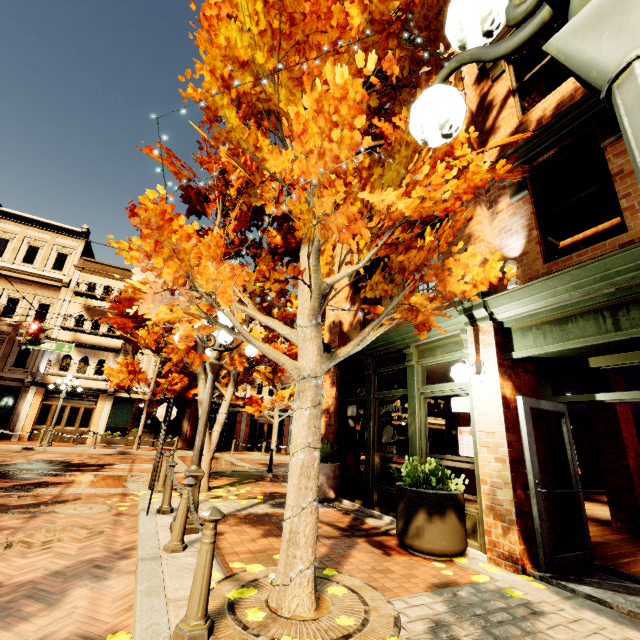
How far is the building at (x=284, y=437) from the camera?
26.09m

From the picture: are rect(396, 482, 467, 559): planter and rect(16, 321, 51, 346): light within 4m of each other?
no

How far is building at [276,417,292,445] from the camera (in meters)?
26.09

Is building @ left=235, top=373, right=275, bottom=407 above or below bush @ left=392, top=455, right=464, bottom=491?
above

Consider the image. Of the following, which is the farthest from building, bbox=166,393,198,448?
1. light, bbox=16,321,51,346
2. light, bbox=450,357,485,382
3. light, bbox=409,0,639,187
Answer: light, bbox=409,0,639,187

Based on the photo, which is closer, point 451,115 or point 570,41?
point 570,41

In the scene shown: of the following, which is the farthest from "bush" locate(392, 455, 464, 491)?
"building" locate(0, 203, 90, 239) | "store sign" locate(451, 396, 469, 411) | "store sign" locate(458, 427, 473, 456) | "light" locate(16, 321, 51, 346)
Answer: "building" locate(0, 203, 90, 239)

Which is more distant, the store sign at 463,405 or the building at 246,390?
the building at 246,390
